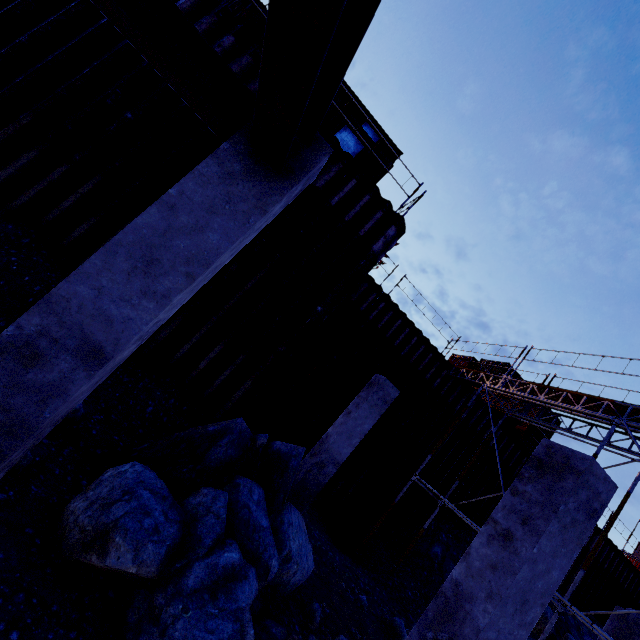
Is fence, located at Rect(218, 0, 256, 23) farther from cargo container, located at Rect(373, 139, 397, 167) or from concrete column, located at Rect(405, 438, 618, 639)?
concrete column, located at Rect(405, 438, 618, 639)

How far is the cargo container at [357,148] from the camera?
10.3m

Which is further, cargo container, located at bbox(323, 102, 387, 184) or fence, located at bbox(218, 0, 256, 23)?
cargo container, located at bbox(323, 102, 387, 184)

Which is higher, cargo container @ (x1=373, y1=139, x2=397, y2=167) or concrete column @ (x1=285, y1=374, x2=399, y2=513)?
cargo container @ (x1=373, y1=139, x2=397, y2=167)

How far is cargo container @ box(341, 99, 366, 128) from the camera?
10.4 meters

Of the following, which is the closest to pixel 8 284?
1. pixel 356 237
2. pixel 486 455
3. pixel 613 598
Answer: pixel 356 237

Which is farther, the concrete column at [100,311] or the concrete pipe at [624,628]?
the concrete pipe at [624,628]

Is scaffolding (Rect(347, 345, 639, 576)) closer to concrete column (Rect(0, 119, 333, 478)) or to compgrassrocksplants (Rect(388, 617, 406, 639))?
compgrassrocksplants (Rect(388, 617, 406, 639))
